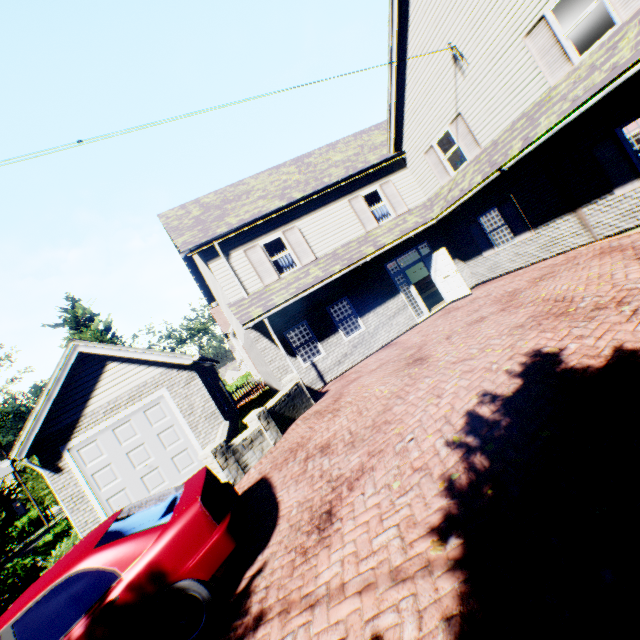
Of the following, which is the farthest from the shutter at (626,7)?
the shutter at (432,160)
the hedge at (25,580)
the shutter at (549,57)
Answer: the hedge at (25,580)

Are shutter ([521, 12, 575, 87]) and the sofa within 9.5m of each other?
no

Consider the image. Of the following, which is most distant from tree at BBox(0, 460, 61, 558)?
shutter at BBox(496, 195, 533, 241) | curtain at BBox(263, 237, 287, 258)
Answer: curtain at BBox(263, 237, 287, 258)

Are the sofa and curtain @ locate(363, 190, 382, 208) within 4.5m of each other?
no

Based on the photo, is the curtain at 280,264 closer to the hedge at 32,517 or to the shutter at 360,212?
the shutter at 360,212

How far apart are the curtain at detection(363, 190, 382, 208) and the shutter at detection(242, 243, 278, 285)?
4.9 meters

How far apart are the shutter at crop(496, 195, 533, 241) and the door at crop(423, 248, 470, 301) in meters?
2.3

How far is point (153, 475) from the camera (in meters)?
10.69
